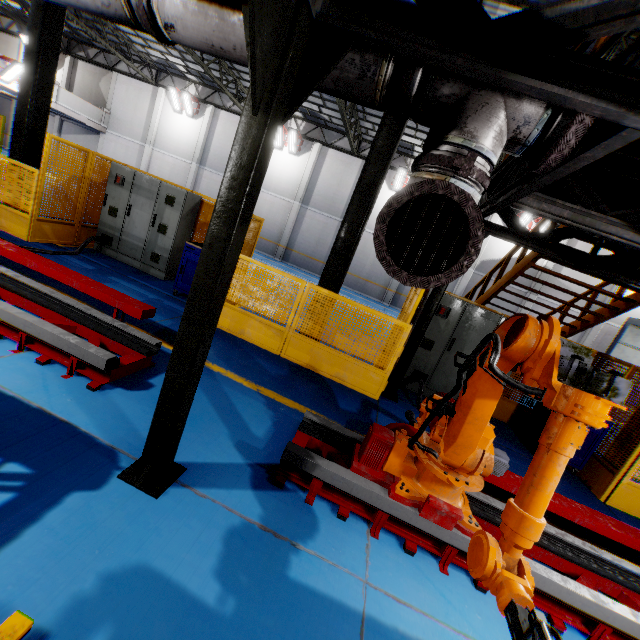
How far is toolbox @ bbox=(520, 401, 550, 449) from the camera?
6.12m

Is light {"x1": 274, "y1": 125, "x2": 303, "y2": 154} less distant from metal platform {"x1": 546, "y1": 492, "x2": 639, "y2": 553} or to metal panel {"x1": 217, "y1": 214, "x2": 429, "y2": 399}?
metal panel {"x1": 217, "y1": 214, "x2": 429, "y2": 399}

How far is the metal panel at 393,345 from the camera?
5.7m

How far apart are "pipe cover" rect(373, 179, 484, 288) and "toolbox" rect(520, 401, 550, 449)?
5.7m

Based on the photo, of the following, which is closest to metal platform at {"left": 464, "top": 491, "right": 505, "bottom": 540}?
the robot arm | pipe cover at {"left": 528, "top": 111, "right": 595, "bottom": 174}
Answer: the robot arm

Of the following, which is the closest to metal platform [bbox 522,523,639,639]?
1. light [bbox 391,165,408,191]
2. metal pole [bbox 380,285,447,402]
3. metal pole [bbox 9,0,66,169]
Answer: metal pole [bbox 380,285,447,402]

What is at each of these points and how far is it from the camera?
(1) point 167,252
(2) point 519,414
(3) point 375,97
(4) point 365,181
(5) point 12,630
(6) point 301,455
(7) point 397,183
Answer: (1) cabinet, 7.6m
(2) metal panel, 7.3m
(3) vent pipe, 2.2m
(4) metal pole, 6.2m
(5) platform, 1.5m
(6) metal platform, 2.9m
(7) light, 19.8m

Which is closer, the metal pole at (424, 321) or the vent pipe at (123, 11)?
the vent pipe at (123, 11)
